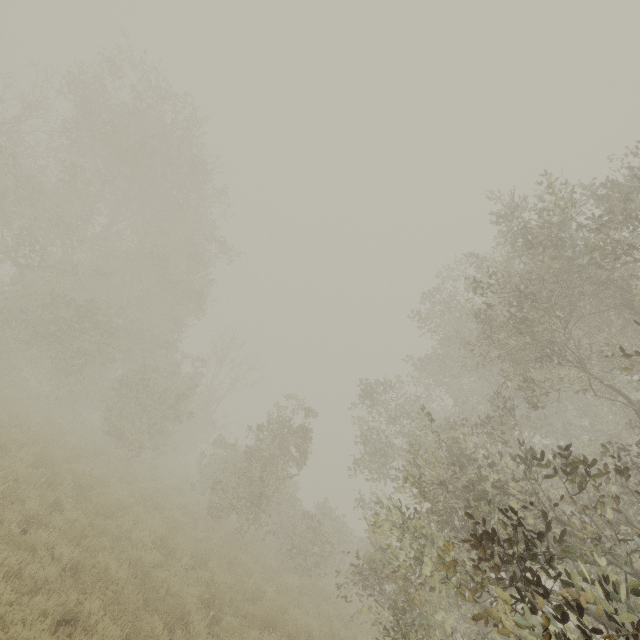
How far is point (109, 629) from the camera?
4.28m
